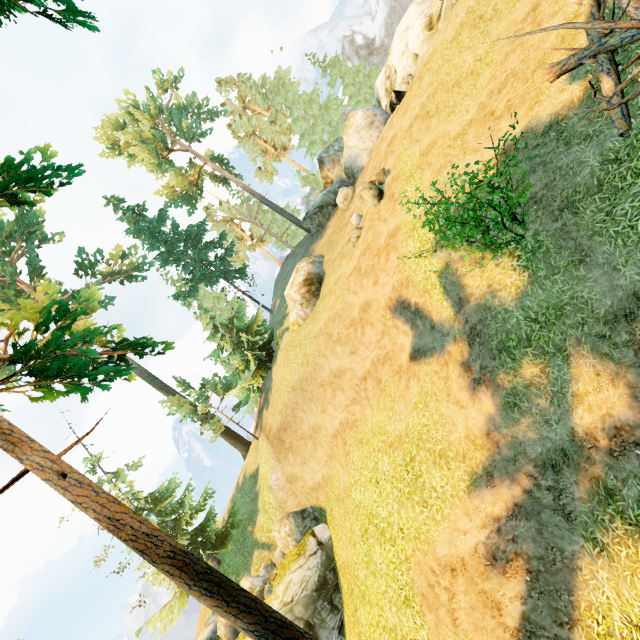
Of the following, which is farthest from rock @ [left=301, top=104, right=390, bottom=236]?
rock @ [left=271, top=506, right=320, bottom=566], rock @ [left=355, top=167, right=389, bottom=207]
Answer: rock @ [left=271, top=506, right=320, bottom=566]

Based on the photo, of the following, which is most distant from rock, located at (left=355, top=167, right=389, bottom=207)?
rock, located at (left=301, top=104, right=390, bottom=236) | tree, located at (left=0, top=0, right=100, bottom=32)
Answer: tree, located at (left=0, top=0, right=100, bottom=32)

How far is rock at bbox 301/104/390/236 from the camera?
22.2 meters

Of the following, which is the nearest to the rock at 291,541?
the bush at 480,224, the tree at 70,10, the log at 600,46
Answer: the tree at 70,10

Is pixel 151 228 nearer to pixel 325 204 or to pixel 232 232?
pixel 325 204

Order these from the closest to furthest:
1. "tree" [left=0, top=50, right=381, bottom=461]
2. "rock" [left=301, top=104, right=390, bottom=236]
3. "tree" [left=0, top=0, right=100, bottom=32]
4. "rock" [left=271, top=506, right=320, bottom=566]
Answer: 1. "tree" [left=0, top=0, right=100, bottom=32]
2. "tree" [left=0, top=50, right=381, bottom=461]
3. "rock" [left=271, top=506, right=320, bottom=566]
4. "rock" [left=301, top=104, right=390, bottom=236]

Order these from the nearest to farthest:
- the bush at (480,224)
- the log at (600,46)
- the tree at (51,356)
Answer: the log at (600,46) < the bush at (480,224) < the tree at (51,356)

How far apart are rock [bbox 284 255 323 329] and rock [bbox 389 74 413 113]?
9.60m
